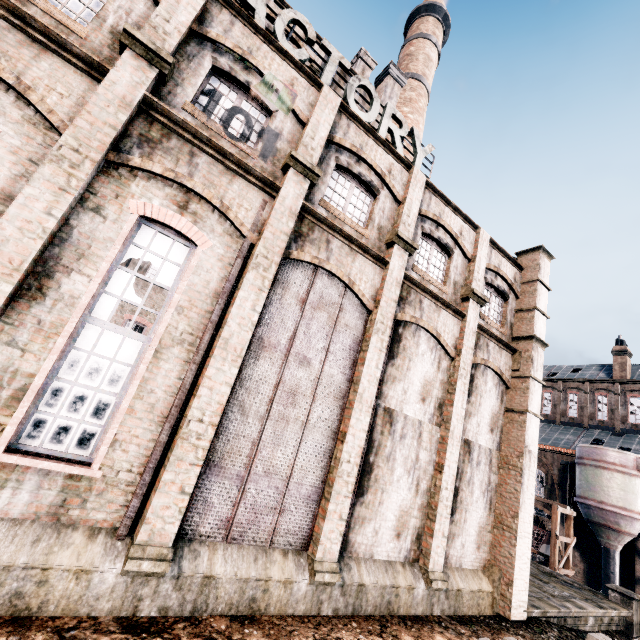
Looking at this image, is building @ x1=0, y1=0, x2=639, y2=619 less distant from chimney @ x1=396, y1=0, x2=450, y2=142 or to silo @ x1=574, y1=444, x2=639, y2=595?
silo @ x1=574, y1=444, x2=639, y2=595

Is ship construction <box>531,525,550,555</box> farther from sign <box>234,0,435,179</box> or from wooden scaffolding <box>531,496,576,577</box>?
sign <box>234,0,435,179</box>

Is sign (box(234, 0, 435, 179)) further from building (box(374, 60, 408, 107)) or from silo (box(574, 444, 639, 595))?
silo (box(574, 444, 639, 595))

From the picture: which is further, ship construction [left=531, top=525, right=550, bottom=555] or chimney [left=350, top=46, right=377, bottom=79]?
ship construction [left=531, top=525, right=550, bottom=555]

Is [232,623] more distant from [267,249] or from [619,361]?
[619,361]

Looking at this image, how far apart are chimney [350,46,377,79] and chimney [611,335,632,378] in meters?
43.5

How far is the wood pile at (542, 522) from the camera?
37.6 meters

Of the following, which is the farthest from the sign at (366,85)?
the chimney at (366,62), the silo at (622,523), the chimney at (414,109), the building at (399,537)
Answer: the silo at (622,523)
